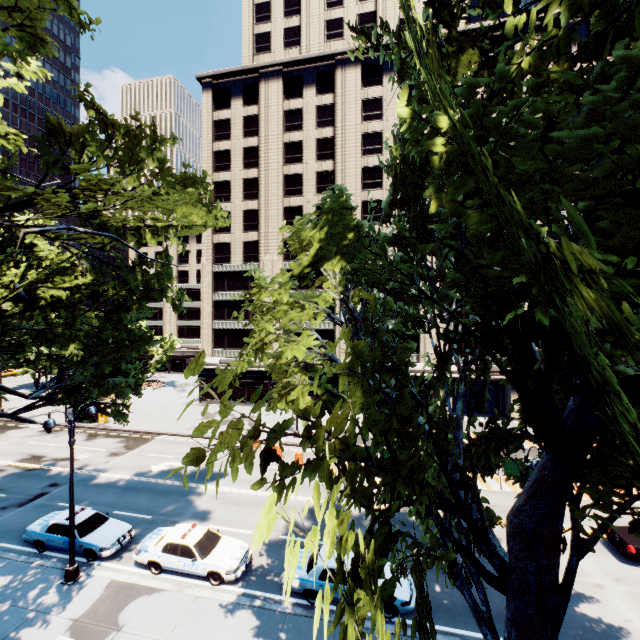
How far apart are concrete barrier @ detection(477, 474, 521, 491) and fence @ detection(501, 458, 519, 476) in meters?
0.0 m

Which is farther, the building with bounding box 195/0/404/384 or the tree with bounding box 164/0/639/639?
the building with bounding box 195/0/404/384

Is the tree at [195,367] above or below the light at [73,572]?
above

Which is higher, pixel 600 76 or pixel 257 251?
pixel 257 251

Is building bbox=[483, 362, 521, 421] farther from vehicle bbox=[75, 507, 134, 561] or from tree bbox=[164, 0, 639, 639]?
vehicle bbox=[75, 507, 134, 561]

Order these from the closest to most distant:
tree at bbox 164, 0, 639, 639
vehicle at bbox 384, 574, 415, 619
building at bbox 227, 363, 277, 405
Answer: tree at bbox 164, 0, 639, 639 → vehicle at bbox 384, 574, 415, 619 → building at bbox 227, 363, 277, 405

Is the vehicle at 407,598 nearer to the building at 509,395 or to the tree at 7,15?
the tree at 7,15

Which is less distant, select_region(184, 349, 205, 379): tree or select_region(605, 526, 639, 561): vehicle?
select_region(184, 349, 205, 379): tree
